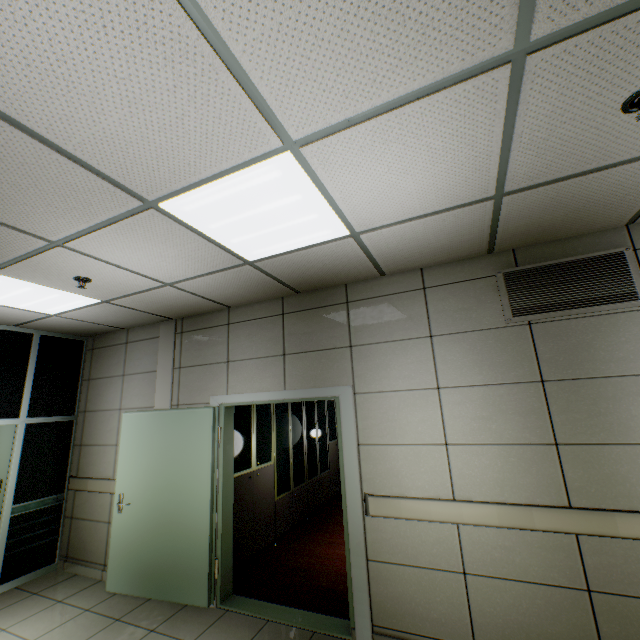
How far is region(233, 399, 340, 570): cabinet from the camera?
4.3 meters

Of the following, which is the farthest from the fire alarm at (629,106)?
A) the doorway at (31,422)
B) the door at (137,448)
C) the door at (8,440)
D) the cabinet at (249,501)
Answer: the door at (8,440)

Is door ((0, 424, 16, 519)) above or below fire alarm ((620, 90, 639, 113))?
below

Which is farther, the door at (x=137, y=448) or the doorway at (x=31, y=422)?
the doorway at (x=31, y=422)

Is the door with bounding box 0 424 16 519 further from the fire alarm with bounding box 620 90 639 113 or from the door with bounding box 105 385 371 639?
the fire alarm with bounding box 620 90 639 113

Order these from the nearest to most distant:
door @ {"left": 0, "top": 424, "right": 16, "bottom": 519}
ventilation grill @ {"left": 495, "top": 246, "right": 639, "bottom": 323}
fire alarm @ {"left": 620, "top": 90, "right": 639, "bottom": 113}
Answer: fire alarm @ {"left": 620, "top": 90, "right": 639, "bottom": 113}, ventilation grill @ {"left": 495, "top": 246, "right": 639, "bottom": 323}, door @ {"left": 0, "top": 424, "right": 16, "bottom": 519}

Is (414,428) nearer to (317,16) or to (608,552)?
(608,552)

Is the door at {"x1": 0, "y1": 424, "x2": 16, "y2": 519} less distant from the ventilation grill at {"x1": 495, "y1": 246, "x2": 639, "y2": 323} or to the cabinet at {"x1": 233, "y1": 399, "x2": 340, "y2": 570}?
the cabinet at {"x1": 233, "y1": 399, "x2": 340, "y2": 570}
